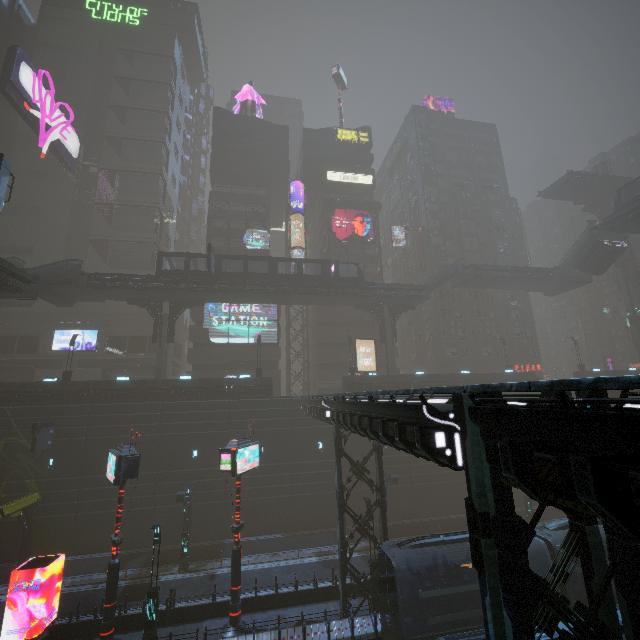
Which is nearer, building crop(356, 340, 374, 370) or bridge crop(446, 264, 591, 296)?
bridge crop(446, 264, 591, 296)

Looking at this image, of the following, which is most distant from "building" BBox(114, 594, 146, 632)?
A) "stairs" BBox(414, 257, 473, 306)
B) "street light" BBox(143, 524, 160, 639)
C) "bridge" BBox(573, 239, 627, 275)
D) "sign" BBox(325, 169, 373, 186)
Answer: "bridge" BBox(573, 239, 627, 275)

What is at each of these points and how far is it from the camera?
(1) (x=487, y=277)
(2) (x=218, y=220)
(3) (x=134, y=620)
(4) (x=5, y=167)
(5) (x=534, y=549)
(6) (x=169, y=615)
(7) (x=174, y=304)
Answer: (1) bridge, 41.06m
(2) building, 47.78m
(3) building, 17.45m
(4) sm, 20.16m
(5) train, 16.23m
(6) building, 17.77m
(7) building structure, 35.56m

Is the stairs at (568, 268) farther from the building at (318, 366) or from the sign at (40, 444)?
the sign at (40, 444)

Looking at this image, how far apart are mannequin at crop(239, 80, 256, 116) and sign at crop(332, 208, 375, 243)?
22.62m

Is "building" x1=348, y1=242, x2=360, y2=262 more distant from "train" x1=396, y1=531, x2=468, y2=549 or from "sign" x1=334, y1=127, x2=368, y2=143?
"train" x1=396, y1=531, x2=468, y2=549

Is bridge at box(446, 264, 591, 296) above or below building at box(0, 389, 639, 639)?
above

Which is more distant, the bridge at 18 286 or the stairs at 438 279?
the stairs at 438 279
